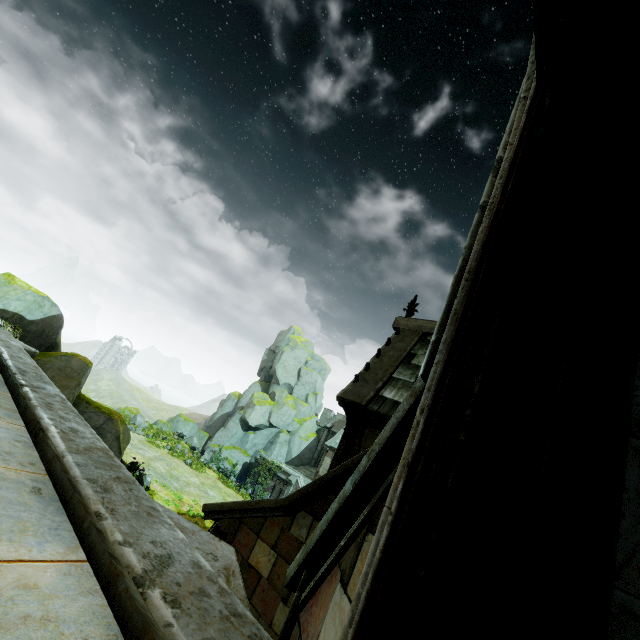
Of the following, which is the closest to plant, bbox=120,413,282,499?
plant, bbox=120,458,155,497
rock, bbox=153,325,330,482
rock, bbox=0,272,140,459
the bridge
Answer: rock, bbox=153,325,330,482

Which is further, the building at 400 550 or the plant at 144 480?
the plant at 144 480

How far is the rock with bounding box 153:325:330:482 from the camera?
36.00m

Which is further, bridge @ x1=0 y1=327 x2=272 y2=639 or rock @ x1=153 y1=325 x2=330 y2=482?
rock @ x1=153 y1=325 x2=330 y2=482

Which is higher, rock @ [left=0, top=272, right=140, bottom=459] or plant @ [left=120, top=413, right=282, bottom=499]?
rock @ [left=0, top=272, right=140, bottom=459]

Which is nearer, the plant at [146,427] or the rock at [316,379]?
the plant at [146,427]

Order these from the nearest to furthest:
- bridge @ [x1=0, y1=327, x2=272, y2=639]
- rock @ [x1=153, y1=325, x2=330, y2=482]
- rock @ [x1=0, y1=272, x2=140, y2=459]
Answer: bridge @ [x1=0, y1=327, x2=272, y2=639] → rock @ [x1=0, y1=272, x2=140, y2=459] → rock @ [x1=153, y1=325, x2=330, y2=482]

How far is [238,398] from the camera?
43.8m
